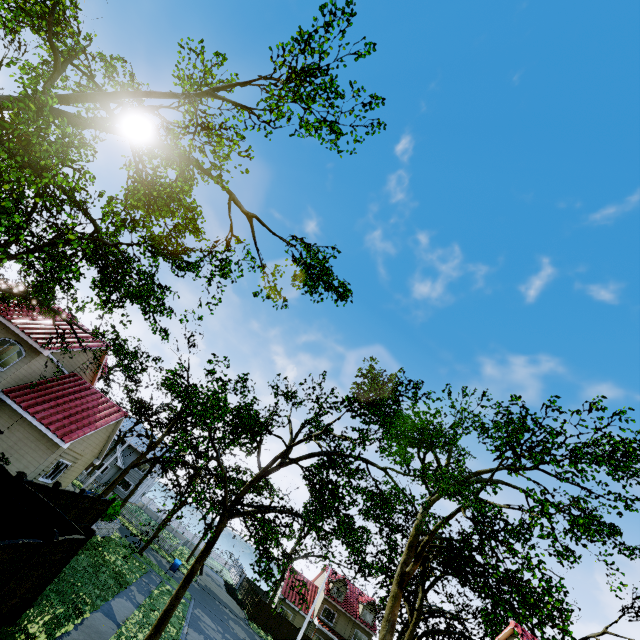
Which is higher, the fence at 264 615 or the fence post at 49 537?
the fence post at 49 537

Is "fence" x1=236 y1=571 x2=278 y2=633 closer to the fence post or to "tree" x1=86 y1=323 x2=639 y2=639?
the fence post

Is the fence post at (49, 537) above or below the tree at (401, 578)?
below

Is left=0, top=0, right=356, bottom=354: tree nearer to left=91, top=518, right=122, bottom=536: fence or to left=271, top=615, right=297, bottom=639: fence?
left=271, top=615, right=297, bottom=639: fence

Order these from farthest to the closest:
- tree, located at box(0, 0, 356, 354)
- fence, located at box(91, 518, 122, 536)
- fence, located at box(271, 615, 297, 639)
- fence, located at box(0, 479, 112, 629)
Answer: fence, located at box(271, 615, 297, 639), fence, located at box(91, 518, 122, 536), tree, located at box(0, 0, 356, 354), fence, located at box(0, 479, 112, 629)

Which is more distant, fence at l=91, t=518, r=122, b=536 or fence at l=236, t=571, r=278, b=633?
fence at l=236, t=571, r=278, b=633

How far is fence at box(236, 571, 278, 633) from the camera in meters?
36.8

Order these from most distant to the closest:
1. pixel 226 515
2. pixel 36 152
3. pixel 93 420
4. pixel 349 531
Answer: pixel 93 420
pixel 349 531
pixel 226 515
pixel 36 152
